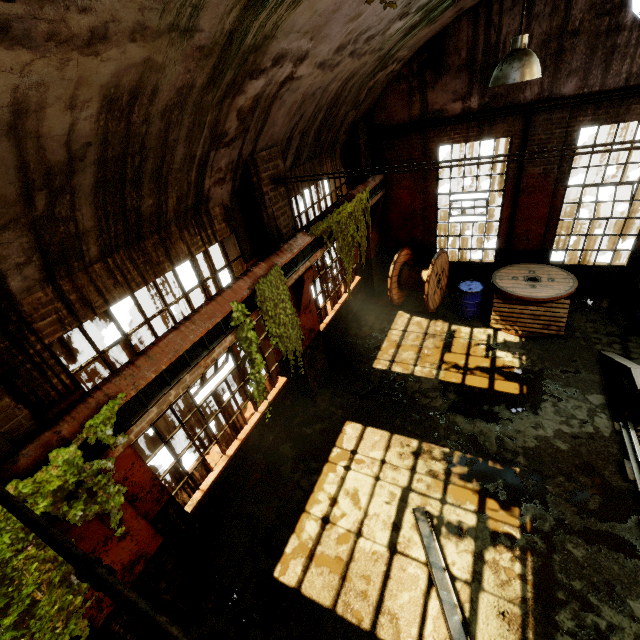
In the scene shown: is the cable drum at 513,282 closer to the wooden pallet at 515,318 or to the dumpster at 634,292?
the wooden pallet at 515,318

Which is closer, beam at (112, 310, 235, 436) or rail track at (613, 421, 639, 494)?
beam at (112, 310, 235, 436)

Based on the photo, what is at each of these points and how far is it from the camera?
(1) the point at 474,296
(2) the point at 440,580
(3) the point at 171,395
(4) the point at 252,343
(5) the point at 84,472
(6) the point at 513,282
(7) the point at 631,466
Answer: (1) barrel, 9.12m
(2) beam, 4.66m
(3) crane rail, 3.91m
(4) vine, 5.05m
(5) vine, 3.00m
(6) cable drum, 8.56m
(7) rail track, 5.45m

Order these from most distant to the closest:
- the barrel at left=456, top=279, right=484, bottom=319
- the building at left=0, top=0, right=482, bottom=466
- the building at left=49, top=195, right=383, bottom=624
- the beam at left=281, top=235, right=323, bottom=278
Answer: the barrel at left=456, top=279, right=484, bottom=319 → the beam at left=281, top=235, right=323, bottom=278 → the building at left=49, top=195, right=383, bottom=624 → the building at left=0, top=0, right=482, bottom=466

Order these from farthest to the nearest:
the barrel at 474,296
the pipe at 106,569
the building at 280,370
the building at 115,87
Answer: the barrel at 474,296, the building at 280,370, the building at 115,87, the pipe at 106,569

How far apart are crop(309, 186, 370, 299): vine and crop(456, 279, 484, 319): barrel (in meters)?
2.96

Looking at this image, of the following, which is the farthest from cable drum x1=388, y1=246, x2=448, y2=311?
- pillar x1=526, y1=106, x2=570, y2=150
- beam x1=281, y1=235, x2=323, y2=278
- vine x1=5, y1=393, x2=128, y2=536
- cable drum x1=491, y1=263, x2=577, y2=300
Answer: vine x1=5, y1=393, x2=128, y2=536

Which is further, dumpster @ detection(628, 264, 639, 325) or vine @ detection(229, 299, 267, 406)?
dumpster @ detection(628, 264, 639, 325)
